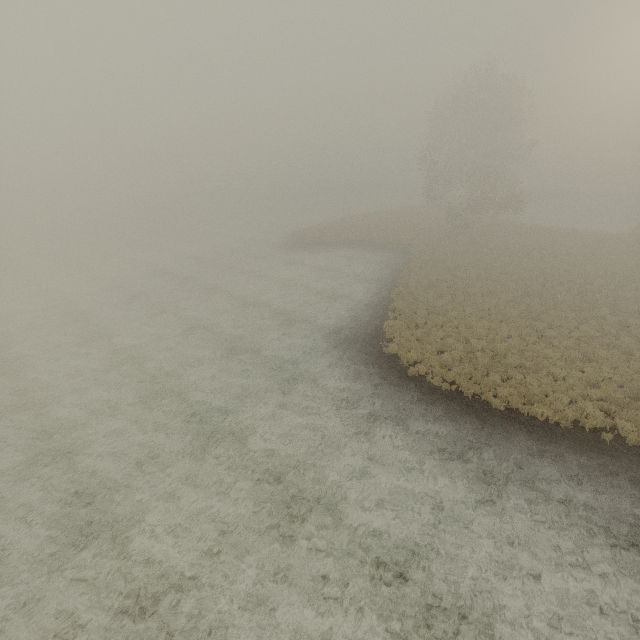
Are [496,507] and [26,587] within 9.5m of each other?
no
